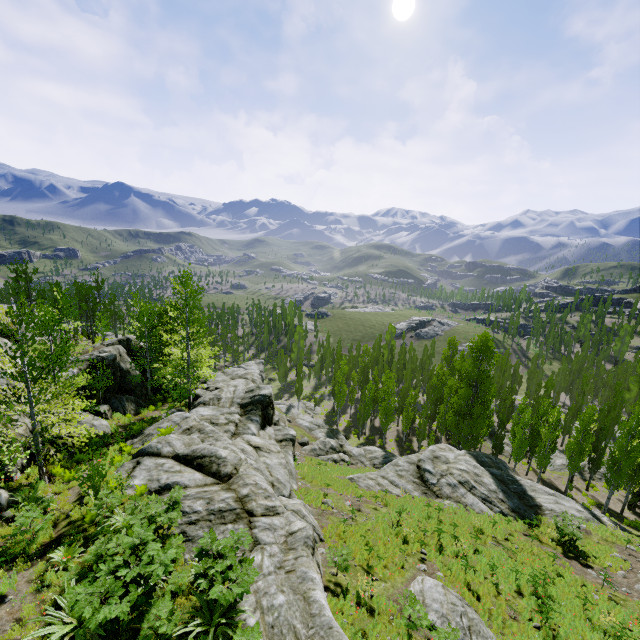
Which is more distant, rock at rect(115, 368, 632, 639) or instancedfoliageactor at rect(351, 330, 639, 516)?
instancedfoliageactor at rect(351, 330, 639, 516)

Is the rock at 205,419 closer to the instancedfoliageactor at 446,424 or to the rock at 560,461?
the instancedfoliageactor at 446,424

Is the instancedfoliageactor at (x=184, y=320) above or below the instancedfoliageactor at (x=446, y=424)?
above

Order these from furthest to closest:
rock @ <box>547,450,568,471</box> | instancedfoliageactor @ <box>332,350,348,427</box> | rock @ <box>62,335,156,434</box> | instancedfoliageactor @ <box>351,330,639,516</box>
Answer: instancedfoliageactor @ <box>332,350,348,427</box>
rock @ <box>547,450,568,471</box>
instancedfoliageactor @ <box>351,330,639,516</box>
rock @ <box>62,335,156,434</box>

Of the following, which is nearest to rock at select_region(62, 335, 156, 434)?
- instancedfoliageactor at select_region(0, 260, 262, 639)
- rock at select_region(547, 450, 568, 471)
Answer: instancedfoliageactor at select_region(0, 260, 262, 639)

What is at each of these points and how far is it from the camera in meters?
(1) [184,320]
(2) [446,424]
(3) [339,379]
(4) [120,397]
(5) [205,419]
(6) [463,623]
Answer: (1) instancedfoliageactor, 23.6
(2) instancedfoliageactor, 41.4
(3) instancedfoliageactor, 50.0
(4) rock, 25.2
(5) rock, 22.6
(6) rock, 11.1
